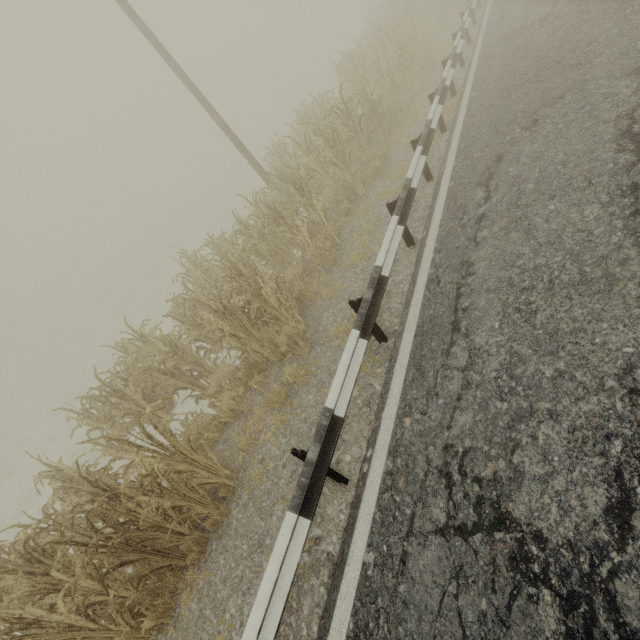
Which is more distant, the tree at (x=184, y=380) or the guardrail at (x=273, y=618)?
the tree at (x=184, y=380)

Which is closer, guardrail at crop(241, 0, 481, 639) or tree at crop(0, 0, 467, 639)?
guardrail at crop(241, 0, 481, 639)

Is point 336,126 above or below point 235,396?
above
